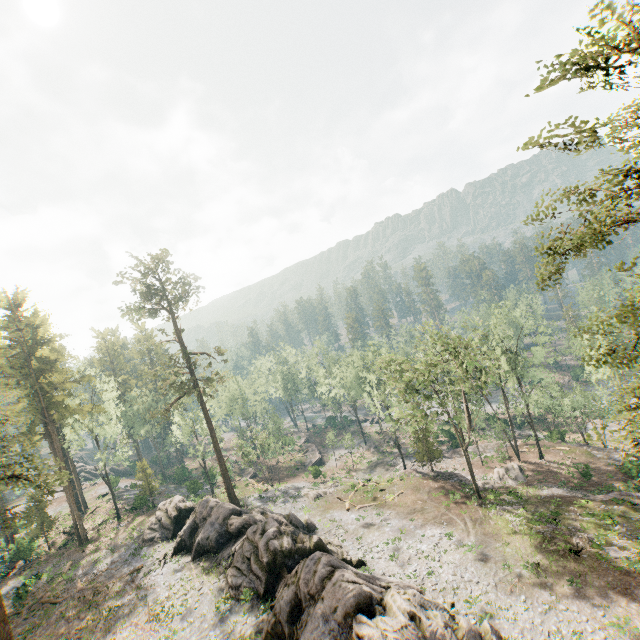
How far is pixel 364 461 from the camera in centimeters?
5762cm

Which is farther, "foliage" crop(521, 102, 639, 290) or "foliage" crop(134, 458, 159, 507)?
"foliage" crop(134, 458, 159, 507)

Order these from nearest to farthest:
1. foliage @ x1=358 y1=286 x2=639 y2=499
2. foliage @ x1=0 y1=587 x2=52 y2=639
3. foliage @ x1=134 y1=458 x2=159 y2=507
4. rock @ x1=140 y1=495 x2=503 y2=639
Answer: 1. foliage @ x1=358 y1=286 x2=639 y2=499
2. rock @ x1=140 y1=495 x2=503 y2=639
3. foliage @ x1=0 y1=587 x2=52 y2=639
4. foliage @ x1=134 y1=458 x2=159 y2=507

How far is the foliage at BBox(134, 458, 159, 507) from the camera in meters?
45.3

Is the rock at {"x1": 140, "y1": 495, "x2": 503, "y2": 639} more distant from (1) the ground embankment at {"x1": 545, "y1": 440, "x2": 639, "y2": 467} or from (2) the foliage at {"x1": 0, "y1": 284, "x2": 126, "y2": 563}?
(1) the ground embankment at {"x1": 545, "y1": 440, "x2": 639, "y2": 467}

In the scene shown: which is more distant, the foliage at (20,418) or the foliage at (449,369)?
the foliage at (20,418)

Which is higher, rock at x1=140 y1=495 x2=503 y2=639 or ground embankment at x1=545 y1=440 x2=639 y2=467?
rock at x1=140 y1=495 x2=503 y2=639

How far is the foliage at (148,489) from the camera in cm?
4529
